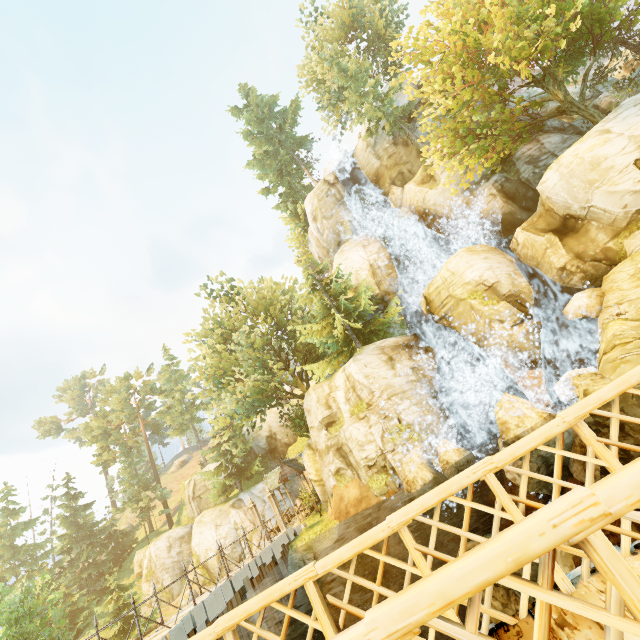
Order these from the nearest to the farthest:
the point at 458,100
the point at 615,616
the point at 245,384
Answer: the point at 615,616 → the point at 458,100 → the point at 245,384

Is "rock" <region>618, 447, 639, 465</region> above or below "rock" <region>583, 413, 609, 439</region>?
below

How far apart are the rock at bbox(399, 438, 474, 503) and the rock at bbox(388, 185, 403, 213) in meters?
19.4

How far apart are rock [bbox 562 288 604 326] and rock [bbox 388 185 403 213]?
15.08m

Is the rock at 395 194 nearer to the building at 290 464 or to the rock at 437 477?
the rock at 437 477

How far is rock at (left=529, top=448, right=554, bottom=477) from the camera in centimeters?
1224cm

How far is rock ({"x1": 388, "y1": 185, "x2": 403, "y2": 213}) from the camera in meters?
27.3 m

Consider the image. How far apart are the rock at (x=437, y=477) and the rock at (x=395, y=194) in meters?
19.4
